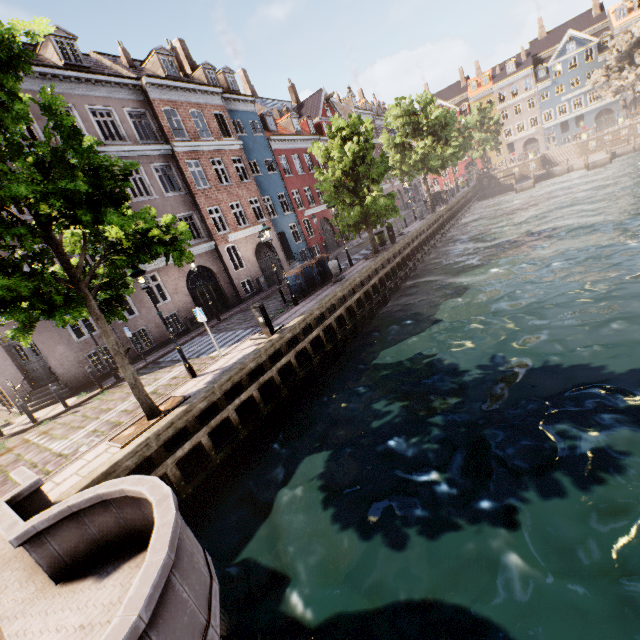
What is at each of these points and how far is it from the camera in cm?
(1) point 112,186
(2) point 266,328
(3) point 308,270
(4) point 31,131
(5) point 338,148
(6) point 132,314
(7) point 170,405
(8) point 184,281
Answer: (1) tree, 614
(2) electrical box, 1139
(3) trash bin, 1730
(4) building, 1944
(5) tree, 1778
(6) building, 2281
(7) tree planter, 889
(8) building, 1927

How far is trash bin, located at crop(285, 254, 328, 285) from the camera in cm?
1622

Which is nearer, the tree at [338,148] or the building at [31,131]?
the building at [31,131]

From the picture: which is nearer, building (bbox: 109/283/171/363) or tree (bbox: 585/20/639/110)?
building (bbox: 109/283/171/363)

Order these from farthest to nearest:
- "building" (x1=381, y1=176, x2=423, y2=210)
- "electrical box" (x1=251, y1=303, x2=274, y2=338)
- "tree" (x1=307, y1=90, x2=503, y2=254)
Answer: "building" (x1=381, y1=176, x2=423, y2=210)
"tree" (x1=307, y1=90, x2=503, y2=254)
"electrical box" (x1=251, y1=303, x2=274, y2=338)

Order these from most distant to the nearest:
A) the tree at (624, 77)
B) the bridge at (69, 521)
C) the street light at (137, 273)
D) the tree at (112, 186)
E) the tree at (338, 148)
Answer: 1. the tree at (624, 77)
2. the tree at (338, 148)
3. the street light at (137, 273)
4. the tree at (112, 186)
5. the bridge at (69, 521)

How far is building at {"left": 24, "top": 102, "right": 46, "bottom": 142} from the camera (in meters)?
14.44

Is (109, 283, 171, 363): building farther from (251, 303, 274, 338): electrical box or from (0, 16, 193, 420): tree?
(251, 303, 274, 338): electrical box
